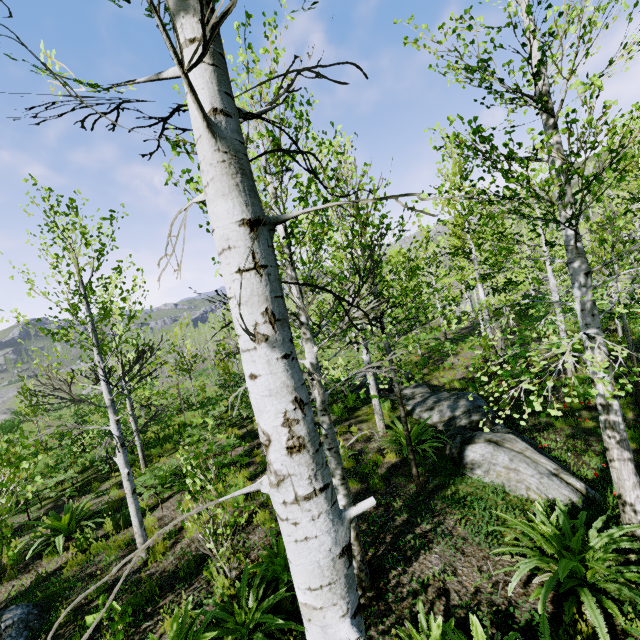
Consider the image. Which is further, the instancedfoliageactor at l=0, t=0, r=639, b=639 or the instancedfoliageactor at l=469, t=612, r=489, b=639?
the instancedfoliageactor at l=469, t=612, r=489, b=639

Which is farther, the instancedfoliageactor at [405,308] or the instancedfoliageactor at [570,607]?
the instancedfoliageactor at [570,607]

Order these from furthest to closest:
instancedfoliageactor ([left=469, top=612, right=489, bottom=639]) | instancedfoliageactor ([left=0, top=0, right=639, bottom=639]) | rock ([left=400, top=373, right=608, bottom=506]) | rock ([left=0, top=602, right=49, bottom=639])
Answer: rock ([left=400, top=373, right=608, bottom=506]) → rock ([left=0, top=602, right=49, bottom=639]) → instancedfoliageactor ([left=469, top=612, right=489, bottom=639]) → instancedfoliageactor ([left=0, top=0, right=639, bottom=639])

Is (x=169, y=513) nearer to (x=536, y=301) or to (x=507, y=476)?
(x=507, y=476)

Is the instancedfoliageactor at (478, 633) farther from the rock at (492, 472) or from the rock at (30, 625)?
the rock at (30, 625)

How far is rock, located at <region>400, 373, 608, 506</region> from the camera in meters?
5.6 m

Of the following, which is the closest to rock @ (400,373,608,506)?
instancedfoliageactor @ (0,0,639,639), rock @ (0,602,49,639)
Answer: instancedfoliageactor @ (0,0,639,639)
